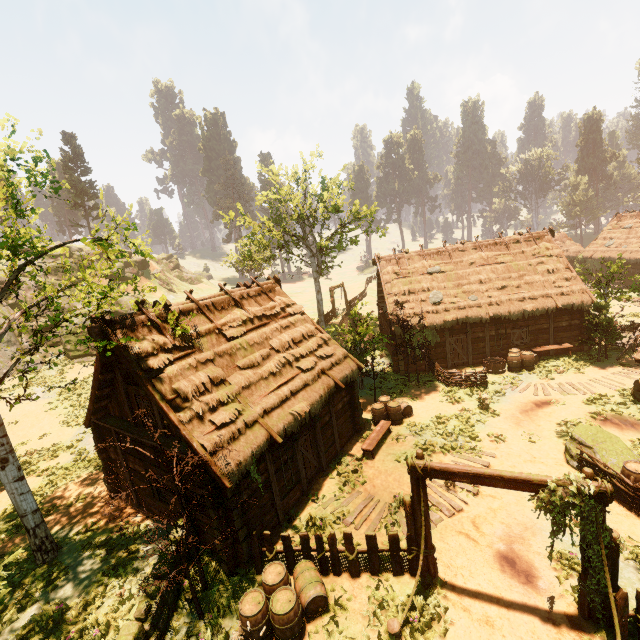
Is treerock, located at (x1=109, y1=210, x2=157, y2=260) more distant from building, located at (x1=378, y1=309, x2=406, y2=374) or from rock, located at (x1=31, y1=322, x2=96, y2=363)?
rock, located at (x1=31, y1=322, x2=96, y2=363)

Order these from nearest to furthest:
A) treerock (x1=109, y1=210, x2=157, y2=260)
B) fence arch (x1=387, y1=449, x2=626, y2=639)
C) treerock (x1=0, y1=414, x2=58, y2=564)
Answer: fence arch (x1=387, y1=449, x2=626, y2=639) < treerock (x1=109, y1=210, x2=157, y2=260) < treerock (x1=0, y1=414, x2=58, y2=564)

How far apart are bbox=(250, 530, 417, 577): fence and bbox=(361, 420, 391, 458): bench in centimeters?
466cm

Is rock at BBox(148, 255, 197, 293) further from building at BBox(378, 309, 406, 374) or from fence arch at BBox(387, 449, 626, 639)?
fence arch at BBox(387, 449, 626, 639)

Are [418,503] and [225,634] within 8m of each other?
yes

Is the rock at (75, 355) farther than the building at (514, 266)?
Yes

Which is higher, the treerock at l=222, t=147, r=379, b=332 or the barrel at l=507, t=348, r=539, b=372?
the treerock at l=222, t=147, r=379, b=332

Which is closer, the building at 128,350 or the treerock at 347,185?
the building at 128,350
